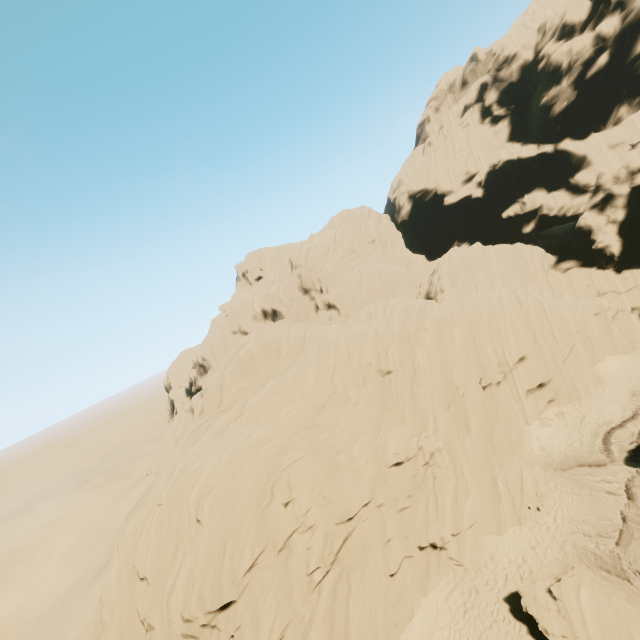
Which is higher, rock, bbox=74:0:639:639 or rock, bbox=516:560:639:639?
rock, bbox=74:0:639:639

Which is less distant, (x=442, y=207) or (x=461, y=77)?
(x=442, y=207)

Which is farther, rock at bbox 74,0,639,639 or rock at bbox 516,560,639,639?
rock at bbox 74,0,639,639

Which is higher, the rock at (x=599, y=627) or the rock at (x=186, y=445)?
the rock at (x=186, y=445)

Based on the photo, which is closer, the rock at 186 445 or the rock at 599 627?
the rock at 599 627
